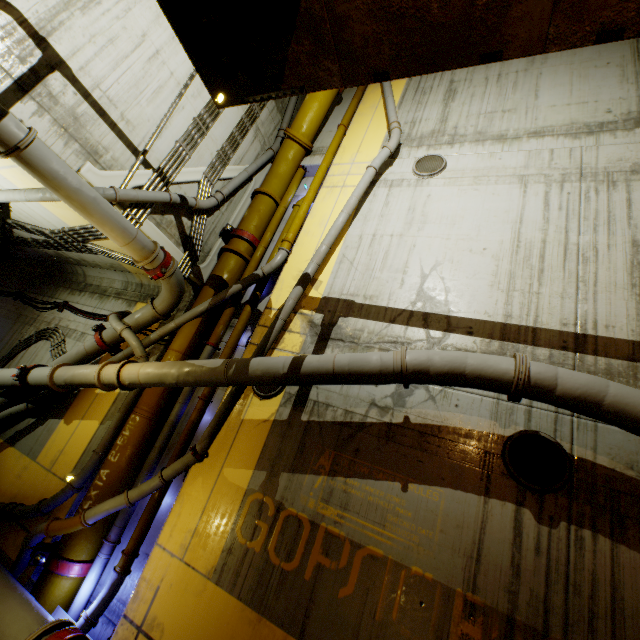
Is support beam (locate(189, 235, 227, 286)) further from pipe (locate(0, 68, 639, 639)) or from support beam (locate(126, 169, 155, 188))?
support beam (locate(126, 169, 155, 188))

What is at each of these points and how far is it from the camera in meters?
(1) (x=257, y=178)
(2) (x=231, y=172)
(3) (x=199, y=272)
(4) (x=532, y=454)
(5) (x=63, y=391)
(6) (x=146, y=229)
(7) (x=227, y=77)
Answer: (1) support beam, 10.0
(2) support beam, 9.0
(3) support beam, 8.5
(4) cable, 4.6
(5) pipe, 7.2
(6) support beam, 7.0
(7) stairs, 4.2

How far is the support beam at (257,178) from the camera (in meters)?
9.41

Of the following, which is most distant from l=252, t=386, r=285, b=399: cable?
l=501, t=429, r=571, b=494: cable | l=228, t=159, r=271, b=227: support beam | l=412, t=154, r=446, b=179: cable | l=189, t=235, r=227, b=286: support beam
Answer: l=412, t=154, r=446, b=179: cable

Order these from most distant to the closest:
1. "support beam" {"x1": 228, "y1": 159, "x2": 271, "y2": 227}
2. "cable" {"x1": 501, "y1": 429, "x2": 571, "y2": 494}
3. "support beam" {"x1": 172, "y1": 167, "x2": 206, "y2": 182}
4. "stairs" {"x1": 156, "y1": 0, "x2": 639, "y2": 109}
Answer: "support beam" {"x1": 228, "y1": 159, "x2": 271, "y2": 227}, "support beam" {"x1": 172, "y1": 167, "x2": 206, "y2": 182}, "cable" {"x1": 501, "y1": 429, "x2": 571, "y2": 494}, "stairs" {"x1": 156, "y1": 0, "x2": 639, "y2": 109}

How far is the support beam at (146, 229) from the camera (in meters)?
7.01

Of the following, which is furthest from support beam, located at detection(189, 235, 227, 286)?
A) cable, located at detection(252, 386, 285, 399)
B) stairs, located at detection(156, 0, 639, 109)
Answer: stairs, located at detection(156, 0, 639, 109)

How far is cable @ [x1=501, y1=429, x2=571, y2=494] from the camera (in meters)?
4.37
